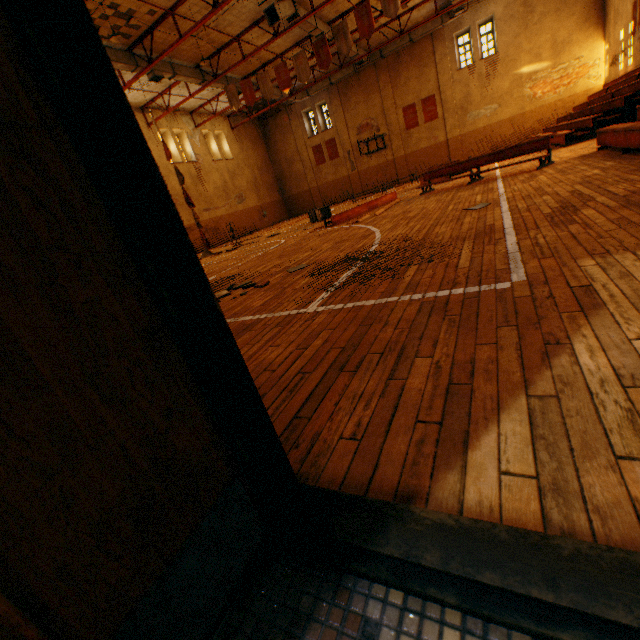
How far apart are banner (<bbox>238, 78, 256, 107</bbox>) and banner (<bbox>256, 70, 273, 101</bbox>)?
0.27m

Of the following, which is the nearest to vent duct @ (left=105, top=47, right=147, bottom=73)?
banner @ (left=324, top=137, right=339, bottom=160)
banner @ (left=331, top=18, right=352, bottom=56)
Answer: banner @ (left=331, top=18, right=352, bottom=56)

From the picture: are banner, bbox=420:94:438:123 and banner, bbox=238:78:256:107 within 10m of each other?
no

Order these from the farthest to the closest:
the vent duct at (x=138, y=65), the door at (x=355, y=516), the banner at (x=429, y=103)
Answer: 1. the banner at (x=429, y=103)
2. the vent duct at (x=138, y=65)
3. the door at (x=355, y=516)

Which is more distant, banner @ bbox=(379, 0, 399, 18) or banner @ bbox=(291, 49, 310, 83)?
banner @ bbox=(291, 49, 310, 83)

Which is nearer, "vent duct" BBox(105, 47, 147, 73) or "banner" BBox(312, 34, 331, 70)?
"vent duct" BBox(105, 47, 147, 73)

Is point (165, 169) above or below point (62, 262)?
above

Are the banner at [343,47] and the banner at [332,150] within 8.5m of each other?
no
